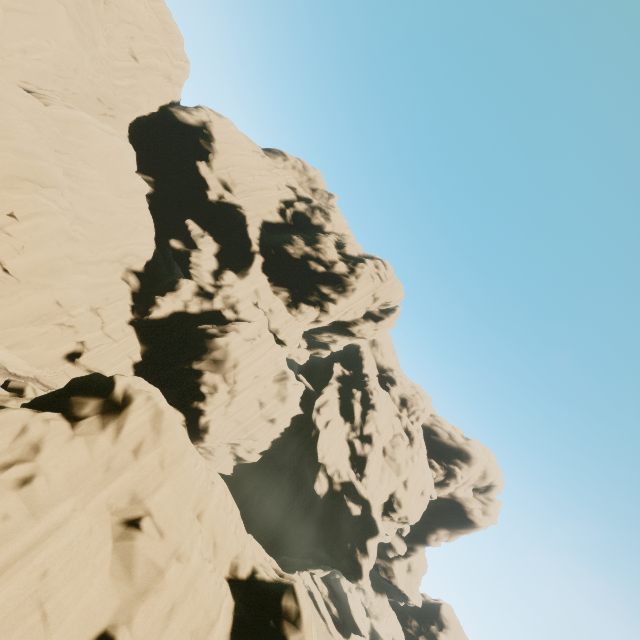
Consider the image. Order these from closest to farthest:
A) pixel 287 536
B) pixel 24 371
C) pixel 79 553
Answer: pixel 79 553 → pixel 24 371 → pixel 287 536
